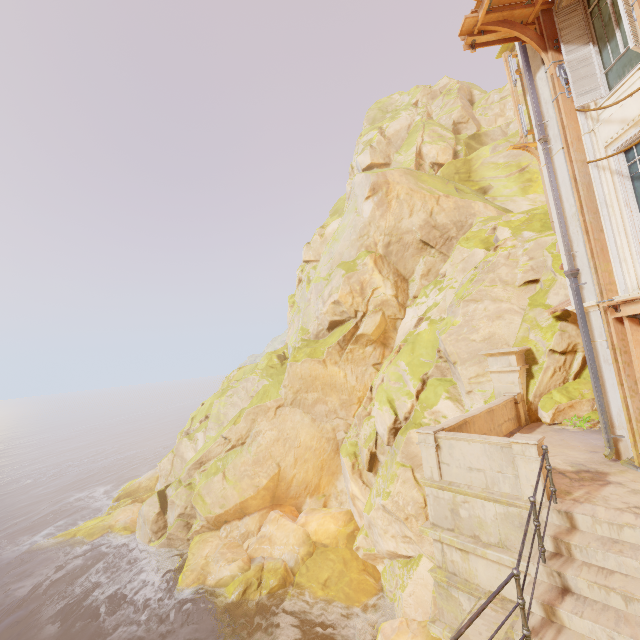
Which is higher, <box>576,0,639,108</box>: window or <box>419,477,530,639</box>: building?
<box>576,0,639,108</box>: window

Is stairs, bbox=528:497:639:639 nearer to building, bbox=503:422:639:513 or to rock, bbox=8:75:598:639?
building, bbox=503:422:639:513

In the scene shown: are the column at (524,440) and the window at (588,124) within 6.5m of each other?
no

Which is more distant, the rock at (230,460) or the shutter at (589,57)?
the rock at (230,460)

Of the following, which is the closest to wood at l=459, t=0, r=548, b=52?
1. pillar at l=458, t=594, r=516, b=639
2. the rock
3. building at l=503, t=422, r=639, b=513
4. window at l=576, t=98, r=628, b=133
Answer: window at l=576, t=98, r=628, b=133

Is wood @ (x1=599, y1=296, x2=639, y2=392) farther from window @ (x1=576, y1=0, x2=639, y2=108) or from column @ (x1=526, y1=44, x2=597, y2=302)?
window @ (x1=576, y1=0, x2=639, y2=108)

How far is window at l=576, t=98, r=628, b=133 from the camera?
6.87m

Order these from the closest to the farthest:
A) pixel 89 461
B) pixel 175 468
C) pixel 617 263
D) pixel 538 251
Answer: pixel 617 263 → pixel 538 251 → pixel 175 468 → pixel 89 461
